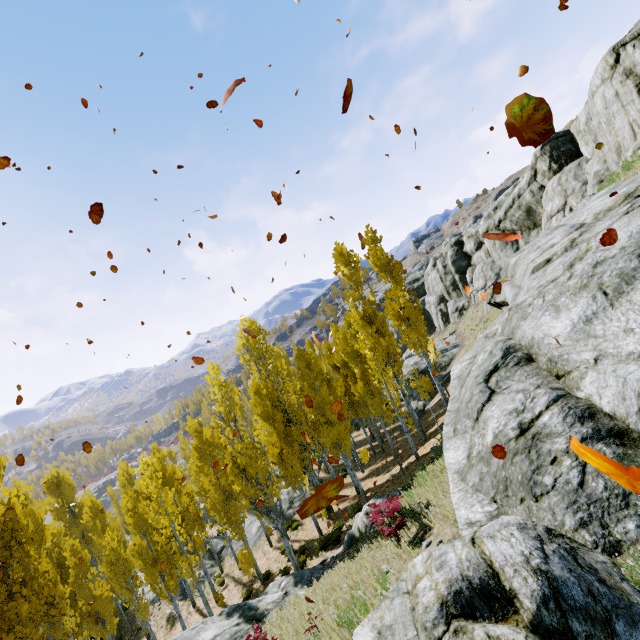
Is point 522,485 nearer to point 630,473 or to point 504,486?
point 504,486

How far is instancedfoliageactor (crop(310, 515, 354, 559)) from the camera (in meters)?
15.85

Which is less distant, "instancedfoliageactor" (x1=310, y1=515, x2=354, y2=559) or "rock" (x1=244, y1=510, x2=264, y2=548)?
"instancedfoliageactor" (x1=310, y1=515, x2=354, y2=559)

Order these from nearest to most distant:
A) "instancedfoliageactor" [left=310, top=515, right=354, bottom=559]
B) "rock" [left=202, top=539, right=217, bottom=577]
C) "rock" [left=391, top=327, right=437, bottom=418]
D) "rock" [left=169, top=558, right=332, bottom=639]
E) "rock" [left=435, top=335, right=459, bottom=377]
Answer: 1. "rock" [left=169, top=558, right=332, bottom=639]
2. "instancedfoliageactor" [left=310, top=515, right=354, bottom=559]
3. "rock" [left=202, top=539, right=217, bottom=577]
4. "rock" [left=391, top=327, right=437, bottom=418]
5. "rock" [left=435, top=335, right=459, bottom=377]

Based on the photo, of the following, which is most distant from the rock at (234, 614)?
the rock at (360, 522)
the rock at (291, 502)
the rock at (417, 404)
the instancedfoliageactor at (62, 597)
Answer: the rock at (291, 502)

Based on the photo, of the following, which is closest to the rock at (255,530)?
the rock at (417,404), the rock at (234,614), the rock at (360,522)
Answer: the rock at (234,614)
